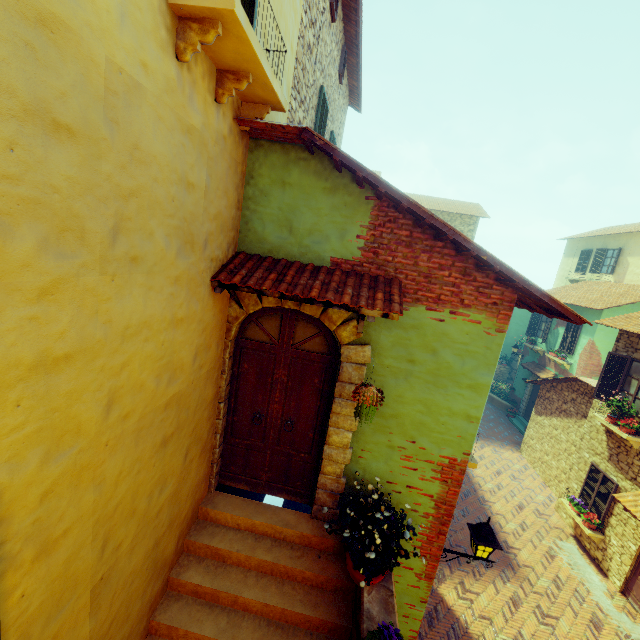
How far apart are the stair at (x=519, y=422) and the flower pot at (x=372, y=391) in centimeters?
1819cm

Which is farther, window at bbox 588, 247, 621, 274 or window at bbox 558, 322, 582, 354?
window at bbox 588, 247, 621, 274

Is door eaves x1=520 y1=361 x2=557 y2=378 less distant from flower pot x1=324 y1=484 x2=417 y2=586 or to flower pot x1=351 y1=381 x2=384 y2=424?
flower pot x1=324 y1=484 x2=417 y2=586

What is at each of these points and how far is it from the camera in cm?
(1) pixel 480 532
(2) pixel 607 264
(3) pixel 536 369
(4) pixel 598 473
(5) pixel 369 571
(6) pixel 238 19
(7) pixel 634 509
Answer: (1) street light, 469
(2) window, 2047
(3) door eaves, 1830
(4) window, 1061
(5) flower pot, 379
(6) window sill, 222
(7) door eaves, 855

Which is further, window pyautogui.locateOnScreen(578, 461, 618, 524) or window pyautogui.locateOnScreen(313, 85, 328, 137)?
window pyautogui.locateOnScreen(578, 461, 618, 524)

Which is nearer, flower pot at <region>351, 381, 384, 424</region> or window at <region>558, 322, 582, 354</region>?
flower pot at <region>351, 381, 384, 424</region>

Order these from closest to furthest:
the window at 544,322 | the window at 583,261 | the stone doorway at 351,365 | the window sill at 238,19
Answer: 1. the window sill at 238,19
2. the stone doorway at 351,365
3. the window at 544,322
4. the window at 583,261

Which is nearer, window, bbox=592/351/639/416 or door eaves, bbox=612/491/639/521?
door eaves, bbox=612/491/639/521
